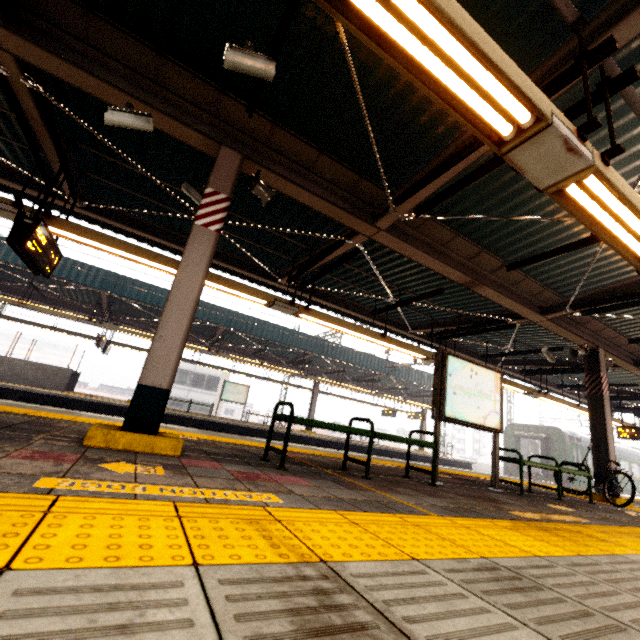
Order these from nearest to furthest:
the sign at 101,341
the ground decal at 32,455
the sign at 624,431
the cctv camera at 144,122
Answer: the ground decal at 32,455 < the cctv camera at 144,122 < the sign at 624,431 < the sign at 101,341

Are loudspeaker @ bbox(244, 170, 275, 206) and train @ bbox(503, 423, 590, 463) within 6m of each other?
no

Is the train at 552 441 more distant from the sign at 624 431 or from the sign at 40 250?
the sign at 40 250

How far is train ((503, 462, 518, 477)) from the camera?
22.06m

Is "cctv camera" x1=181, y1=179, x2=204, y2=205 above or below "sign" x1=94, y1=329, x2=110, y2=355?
above

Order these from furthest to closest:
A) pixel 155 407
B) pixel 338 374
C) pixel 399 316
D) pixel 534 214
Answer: pixel 338 374, pixel 399 316, pixel 534 214, pixel 155 407

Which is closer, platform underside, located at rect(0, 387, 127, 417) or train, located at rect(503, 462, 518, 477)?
platform underside, located at rect(0, 387, 127, 417)

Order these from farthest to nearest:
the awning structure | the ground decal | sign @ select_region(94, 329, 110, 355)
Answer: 1. sign @ select_region(94, 329, 110, 355)
2. the awning structure
3. the ground decal
